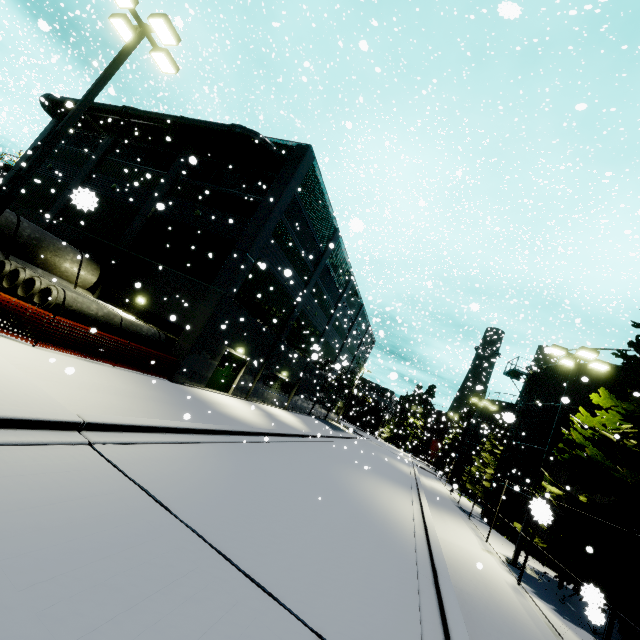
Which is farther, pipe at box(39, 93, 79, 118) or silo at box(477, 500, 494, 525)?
silo at box(477, 500, 494, 525)

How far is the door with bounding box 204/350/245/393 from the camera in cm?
1903

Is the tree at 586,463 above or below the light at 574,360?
below

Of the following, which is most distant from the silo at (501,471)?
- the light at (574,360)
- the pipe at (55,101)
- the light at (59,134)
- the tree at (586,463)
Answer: the light at (574,360)

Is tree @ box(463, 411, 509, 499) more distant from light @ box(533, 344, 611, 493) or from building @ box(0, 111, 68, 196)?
light @ box(533, 344, 611, 493)

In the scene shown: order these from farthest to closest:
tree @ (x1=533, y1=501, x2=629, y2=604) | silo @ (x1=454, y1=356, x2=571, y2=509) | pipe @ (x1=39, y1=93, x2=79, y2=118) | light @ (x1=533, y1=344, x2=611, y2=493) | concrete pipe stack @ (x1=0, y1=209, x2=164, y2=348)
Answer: silo @ (x1=454, y1=356, x2=571, y2=509)
light @ (x1=533, y1=344, x2=611, y2=493)
pipe @ (x1=39, y1=93, x2=79, y2=118)
concrete pipe stack @ (x1=0, y1=209, x2=164, y2=348)
tree @ (x1=533, y1=501, x2=629, y2=604)

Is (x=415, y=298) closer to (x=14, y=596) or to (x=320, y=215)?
(x=320, y=215)

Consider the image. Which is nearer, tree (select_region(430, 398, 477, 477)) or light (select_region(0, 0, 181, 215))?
light (select_region(0, 0, 181, 215))
